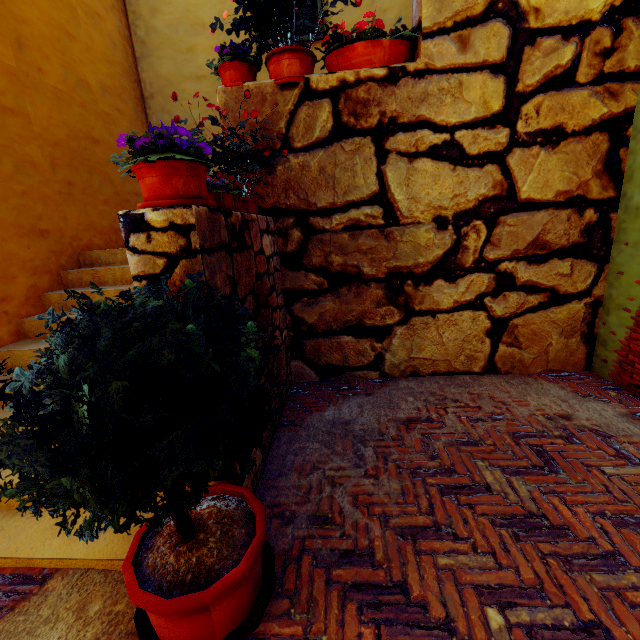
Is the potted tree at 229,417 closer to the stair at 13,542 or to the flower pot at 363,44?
the stair at 13,542

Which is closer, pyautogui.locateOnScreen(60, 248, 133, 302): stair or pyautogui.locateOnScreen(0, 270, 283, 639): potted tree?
pyautogui.locateOnScreen(0, 270, 283, 639): potted tree

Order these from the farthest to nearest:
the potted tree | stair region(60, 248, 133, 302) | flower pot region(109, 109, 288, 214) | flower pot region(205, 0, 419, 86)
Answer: stair region(60, 248, 133, 302) → flower pot region(205, 0, 419, 86) → flower pot region(109, 109, 288, 214) → the potted tree

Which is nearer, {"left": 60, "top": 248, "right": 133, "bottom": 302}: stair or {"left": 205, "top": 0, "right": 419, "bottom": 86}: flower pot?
{"left": 205, "top": 0, "right": 419, "bottom": 86}: flower pot

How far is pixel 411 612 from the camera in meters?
1.5 m

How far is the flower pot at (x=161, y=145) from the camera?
1.6m

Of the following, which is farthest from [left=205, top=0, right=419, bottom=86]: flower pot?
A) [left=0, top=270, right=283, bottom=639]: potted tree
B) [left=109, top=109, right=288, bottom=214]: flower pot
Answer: [left=0, top=270, right=283, bottom=639]: potted tree

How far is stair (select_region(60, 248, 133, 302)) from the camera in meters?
3.6
